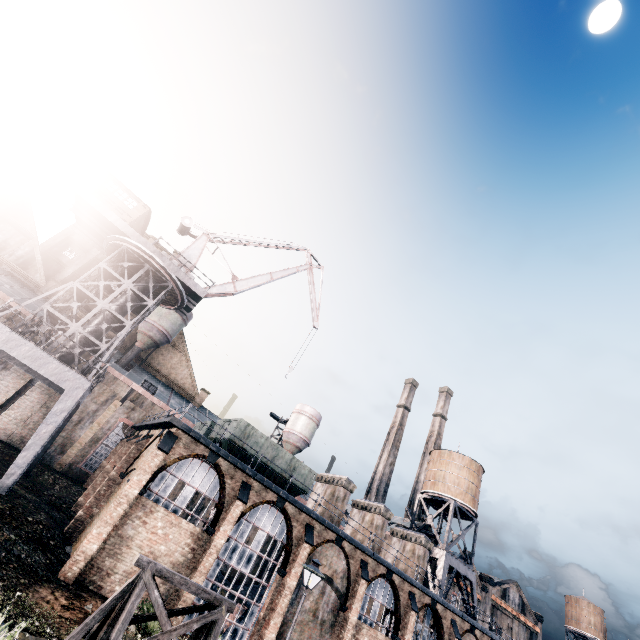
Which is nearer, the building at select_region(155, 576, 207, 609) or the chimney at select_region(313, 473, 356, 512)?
the building at select_region(155, 576, 207, 609)

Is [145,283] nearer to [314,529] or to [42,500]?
[42,500]

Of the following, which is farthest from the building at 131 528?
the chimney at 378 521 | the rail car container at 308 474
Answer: the chimney at 378 521

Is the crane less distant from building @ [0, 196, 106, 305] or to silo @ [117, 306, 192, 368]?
silo @ [117, 306, 192, 368]

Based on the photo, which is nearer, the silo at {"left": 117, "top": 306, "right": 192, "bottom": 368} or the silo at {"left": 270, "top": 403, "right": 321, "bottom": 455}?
the silo at {"left": 117, "top": 306, "right": 192, "bottom": 368}

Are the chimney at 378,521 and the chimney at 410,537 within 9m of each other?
yes

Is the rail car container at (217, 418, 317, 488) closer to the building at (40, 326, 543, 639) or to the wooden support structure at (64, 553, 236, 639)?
the building at (40, 326, 543, 639)

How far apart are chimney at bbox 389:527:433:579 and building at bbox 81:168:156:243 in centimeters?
4200cm
